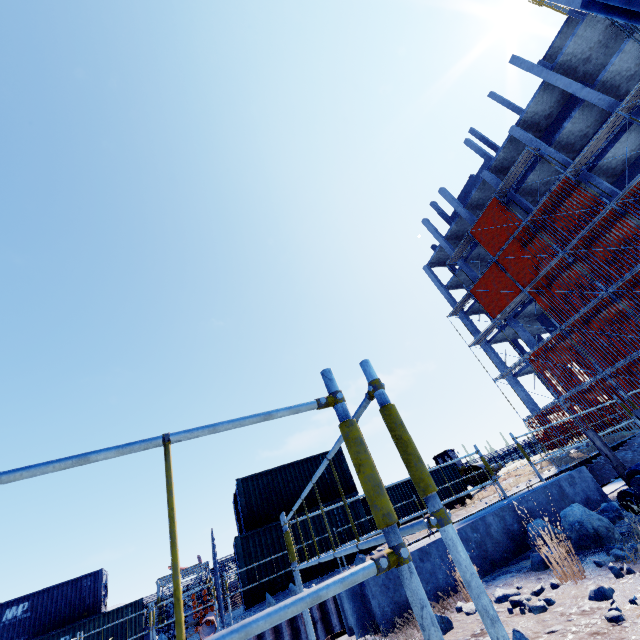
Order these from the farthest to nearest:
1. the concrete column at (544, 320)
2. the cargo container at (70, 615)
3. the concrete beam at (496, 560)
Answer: the concrete column at (544, 320) → the cargo container at (70, 615) → the concrete beam at (496, 560)

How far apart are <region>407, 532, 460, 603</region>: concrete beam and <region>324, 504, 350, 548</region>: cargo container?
11.9 meters

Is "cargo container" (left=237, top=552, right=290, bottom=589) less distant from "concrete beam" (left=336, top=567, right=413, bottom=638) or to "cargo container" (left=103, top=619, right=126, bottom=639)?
"concrete beam" (left=336, top=567, right=413, bottom=638)

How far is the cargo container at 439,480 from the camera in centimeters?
1922cm

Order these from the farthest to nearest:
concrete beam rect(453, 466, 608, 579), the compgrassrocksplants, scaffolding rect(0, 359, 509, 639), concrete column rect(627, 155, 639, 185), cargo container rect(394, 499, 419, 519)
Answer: concrete column rect(627, 155, 639, 185), cargo container rect(394, 499, 419, 519), concrete beam rect(453, 466, 608, 579), the compgrassrocksplants, scaffolding rect(0, 359, 509, 639)

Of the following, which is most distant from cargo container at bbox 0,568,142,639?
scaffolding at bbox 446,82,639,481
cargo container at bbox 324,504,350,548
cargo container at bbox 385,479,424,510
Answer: cargo container at bbox 385,479,424,510

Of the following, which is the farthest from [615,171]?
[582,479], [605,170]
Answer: [582,479]

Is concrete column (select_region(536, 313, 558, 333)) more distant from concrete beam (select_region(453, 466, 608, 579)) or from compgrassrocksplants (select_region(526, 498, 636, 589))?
compgrassrocksplants (select_region(526, 498, 636, 589))
